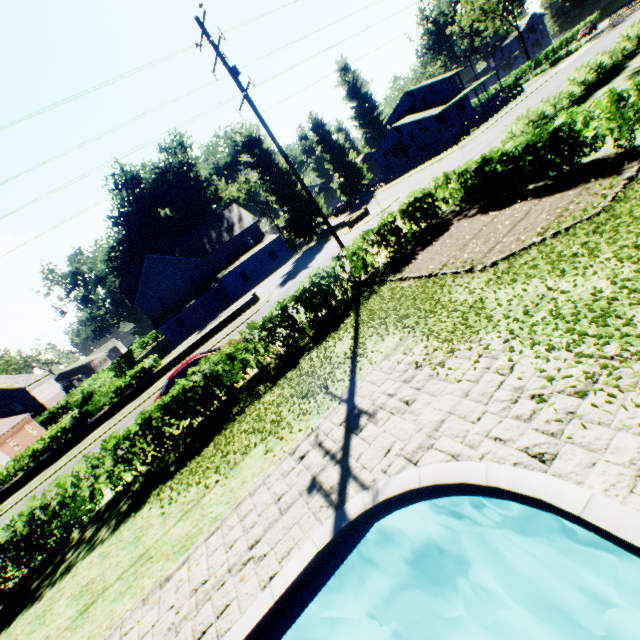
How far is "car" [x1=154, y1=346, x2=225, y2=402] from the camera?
14.14m

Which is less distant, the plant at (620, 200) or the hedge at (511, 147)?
the plant at (620, 200)

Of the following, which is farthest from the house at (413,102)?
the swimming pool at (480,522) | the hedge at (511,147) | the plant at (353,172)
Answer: the swimming pool at (480,522)

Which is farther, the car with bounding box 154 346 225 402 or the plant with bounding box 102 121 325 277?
the plant with bounding box 102 121 325 277

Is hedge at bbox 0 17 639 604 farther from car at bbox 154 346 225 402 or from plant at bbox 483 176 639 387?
car at bbox 154 346 225 402

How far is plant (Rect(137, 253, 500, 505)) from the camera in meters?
7.8

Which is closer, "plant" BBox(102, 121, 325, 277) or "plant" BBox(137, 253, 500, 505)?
"plant" BBox(137, 253, 500, 505)

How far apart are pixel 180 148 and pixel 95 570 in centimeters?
6009cm
